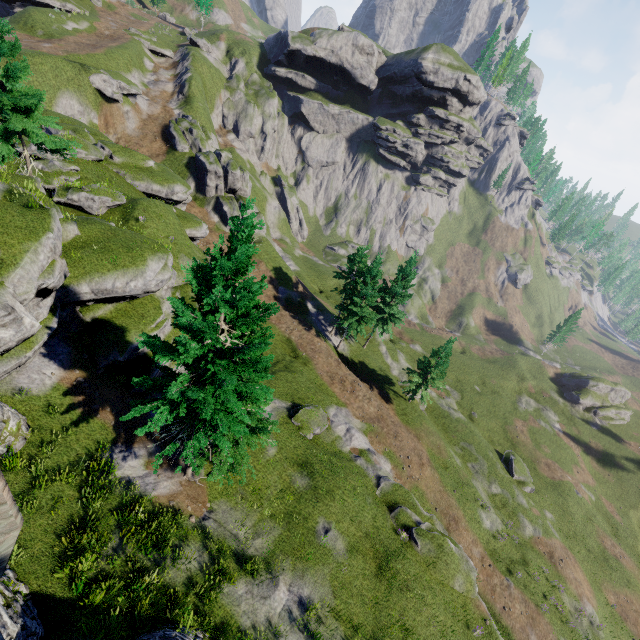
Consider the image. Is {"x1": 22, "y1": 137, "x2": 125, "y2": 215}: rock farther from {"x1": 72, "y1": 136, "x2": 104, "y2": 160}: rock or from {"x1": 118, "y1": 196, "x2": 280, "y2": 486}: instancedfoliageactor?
{"x1": 118, "y1": 196, "x2": 280, "y2": 486}: instancedfoliageactor

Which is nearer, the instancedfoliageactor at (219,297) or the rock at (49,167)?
the instancedfoliageactor at (219,297)

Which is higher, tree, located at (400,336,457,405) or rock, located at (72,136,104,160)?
rock, located at (72,136,104,160)

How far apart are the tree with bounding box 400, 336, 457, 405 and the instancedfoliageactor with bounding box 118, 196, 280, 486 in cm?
2793

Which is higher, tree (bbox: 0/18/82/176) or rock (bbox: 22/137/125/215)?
tree (bbox: 0/18/82/176)

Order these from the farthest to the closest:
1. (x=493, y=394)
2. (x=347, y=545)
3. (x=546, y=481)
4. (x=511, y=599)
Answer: (x=493, y=394)
(x=546, y=481)
(x=511, y=599)
(x=347, y=545)

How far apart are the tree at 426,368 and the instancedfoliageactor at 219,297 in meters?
27.9 m

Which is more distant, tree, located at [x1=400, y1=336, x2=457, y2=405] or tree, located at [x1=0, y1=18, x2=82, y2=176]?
tree, located at [x1=400, y1=336, x2=457, y2=405]
